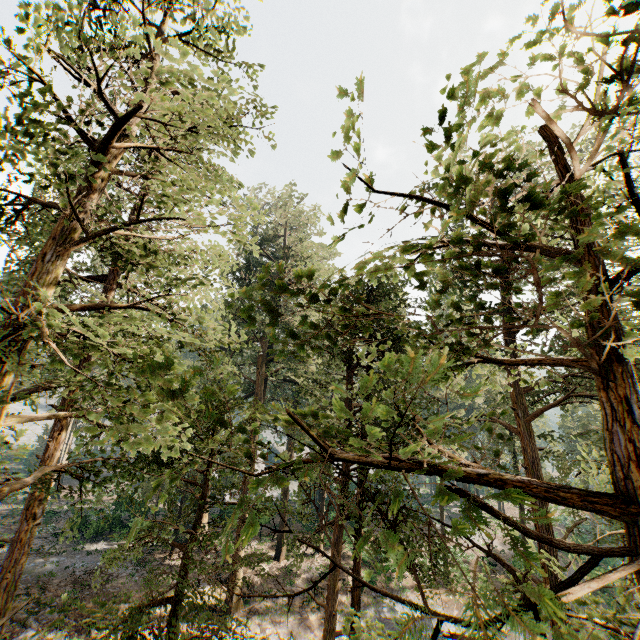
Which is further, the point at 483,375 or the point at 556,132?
the point at 483,375
